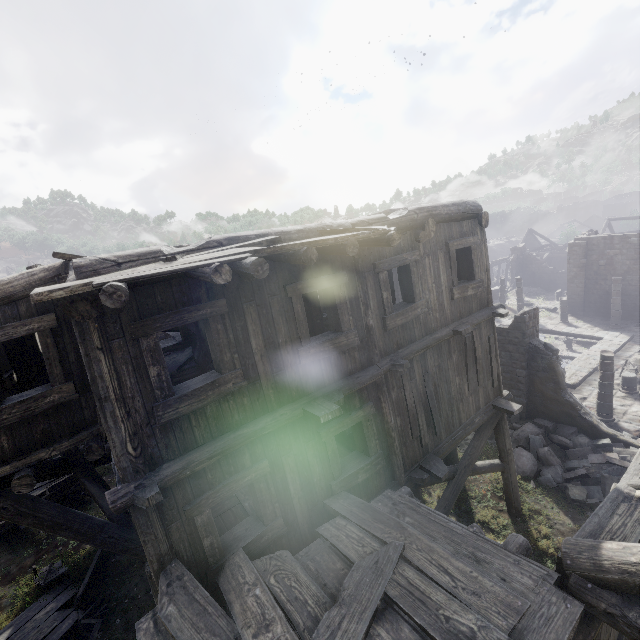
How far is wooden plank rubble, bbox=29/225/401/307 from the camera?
3.2m

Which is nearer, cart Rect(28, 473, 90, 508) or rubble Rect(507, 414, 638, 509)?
rubble Rect(507, 414, 638, 509)

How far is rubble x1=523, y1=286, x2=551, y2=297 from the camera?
37.62m

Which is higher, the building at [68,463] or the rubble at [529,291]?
the building at [68,463]

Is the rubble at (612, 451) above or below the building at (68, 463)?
below

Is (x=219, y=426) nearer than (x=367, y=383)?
Yes

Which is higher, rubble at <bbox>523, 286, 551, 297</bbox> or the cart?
the cart

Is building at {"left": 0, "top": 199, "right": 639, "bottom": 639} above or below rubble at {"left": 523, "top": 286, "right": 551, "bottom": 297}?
above
